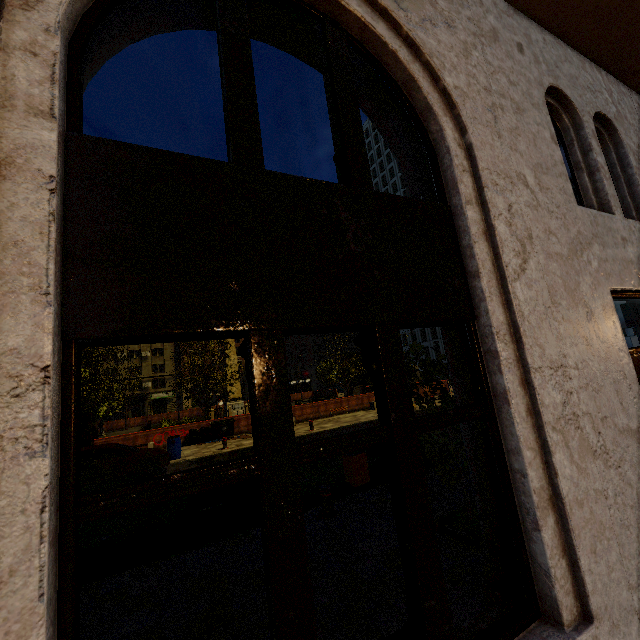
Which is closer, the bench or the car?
the bench

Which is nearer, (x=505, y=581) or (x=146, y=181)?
(x=146, y=181)

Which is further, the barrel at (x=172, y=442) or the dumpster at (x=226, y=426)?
the dumpster at (x=226, y=426)

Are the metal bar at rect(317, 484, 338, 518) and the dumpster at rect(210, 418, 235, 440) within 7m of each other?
no

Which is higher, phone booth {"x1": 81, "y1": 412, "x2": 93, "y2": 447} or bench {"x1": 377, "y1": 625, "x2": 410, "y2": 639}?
phone booth {"x1": 81, "y1": 412, "x2": 93, "y2": 447}

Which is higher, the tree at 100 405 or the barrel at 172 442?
the tree at 100 405

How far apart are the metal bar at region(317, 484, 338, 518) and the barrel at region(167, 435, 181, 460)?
A: 11.2 meters

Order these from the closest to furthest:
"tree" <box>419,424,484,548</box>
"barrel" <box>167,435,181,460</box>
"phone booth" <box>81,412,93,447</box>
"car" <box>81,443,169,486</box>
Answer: "tree" <box>419,424,484,548</box> → "car" <box>81,443,169,486</box> → "barrel" <box>167,435,181,460</box> → "phone booth" <box>81,412,93,447</box>
